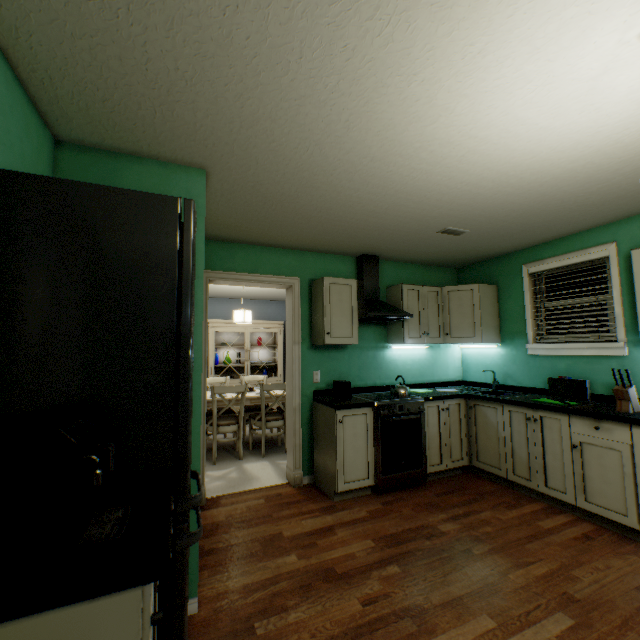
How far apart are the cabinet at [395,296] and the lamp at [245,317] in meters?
2.1

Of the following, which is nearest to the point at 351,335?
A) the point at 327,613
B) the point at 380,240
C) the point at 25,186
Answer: the point at 380,240

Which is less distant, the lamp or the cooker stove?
the cooker stove

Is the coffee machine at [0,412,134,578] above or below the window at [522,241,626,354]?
Result: below

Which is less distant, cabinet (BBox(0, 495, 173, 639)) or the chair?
cabinet (BBox(0, 495, 173, 639))

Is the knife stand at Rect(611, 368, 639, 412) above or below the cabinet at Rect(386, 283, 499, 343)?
below

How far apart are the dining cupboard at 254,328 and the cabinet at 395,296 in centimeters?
317cm

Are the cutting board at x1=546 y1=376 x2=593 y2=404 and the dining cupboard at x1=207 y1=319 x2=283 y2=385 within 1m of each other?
no
